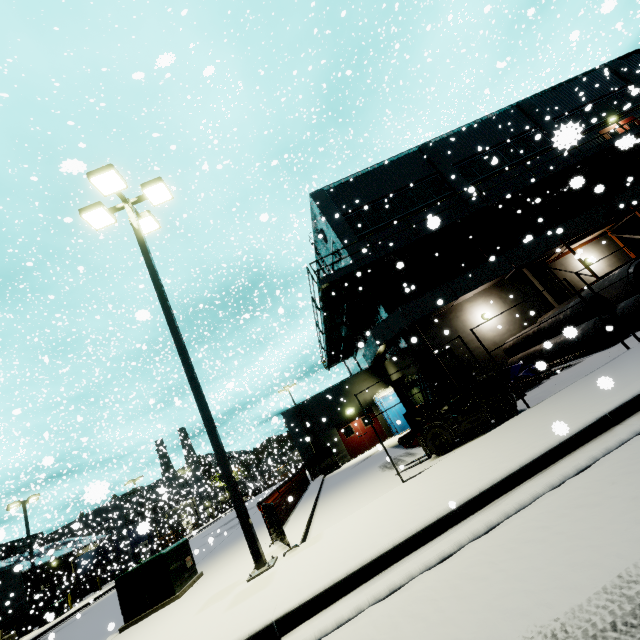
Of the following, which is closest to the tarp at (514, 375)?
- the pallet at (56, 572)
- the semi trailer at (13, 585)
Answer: the semi trailer at (13, 585)

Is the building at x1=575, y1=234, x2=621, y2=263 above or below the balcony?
below

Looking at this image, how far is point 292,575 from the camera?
4.8m

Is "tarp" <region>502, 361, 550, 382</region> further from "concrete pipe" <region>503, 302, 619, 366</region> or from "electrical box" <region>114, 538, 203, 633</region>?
"electrical box" <region>114, 538, 203, 633</region>

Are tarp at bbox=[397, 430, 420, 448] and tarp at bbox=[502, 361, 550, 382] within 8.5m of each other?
yes

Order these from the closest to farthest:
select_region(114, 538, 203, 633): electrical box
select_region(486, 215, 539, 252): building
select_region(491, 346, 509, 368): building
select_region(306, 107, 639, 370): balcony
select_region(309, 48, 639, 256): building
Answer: select_region(114, 538, 203, 633): electrical box → select_region(306, 107, 639, 370): balcony → select_region(491, 346, 509, 368): building → select_region(486, 215, 539, 252): building → select_region(309, 48, 639, 256): building

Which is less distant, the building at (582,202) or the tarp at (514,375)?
the tarp at (514,375)

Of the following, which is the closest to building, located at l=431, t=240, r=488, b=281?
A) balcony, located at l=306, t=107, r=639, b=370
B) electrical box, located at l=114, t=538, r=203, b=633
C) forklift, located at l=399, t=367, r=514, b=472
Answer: balcony, located at l=306, t=107, r=639, b=370
